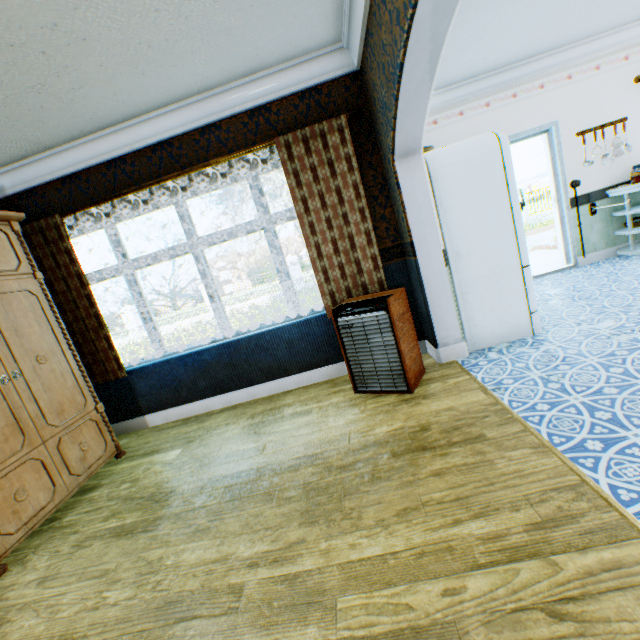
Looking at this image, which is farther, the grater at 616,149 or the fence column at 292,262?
the fence column at 292,262

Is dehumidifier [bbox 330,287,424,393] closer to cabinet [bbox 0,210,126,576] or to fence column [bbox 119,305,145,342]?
cabinet [bbox 0,210,126,576]

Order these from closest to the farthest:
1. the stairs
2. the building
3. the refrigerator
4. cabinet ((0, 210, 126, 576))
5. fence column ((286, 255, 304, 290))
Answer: the building → cabinet ((0, 210, 126, 576)) → the refrigerator → the stairs → fence column ((286, 255, 304, 290))

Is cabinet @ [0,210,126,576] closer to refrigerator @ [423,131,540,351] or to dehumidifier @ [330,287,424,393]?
dehumidifier @ [330,287,424,393]

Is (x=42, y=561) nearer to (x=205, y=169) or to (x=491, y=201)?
(x=205, y=169)

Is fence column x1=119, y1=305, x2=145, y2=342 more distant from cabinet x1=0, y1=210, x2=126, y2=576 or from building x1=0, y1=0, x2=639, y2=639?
cabinet x1=0, y1=210, x2=126, y2=576

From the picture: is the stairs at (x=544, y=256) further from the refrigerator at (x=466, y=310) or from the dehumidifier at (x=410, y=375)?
the dehumidifier at (x=410, y=375)

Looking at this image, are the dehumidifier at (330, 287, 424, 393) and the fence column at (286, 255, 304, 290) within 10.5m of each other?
no
